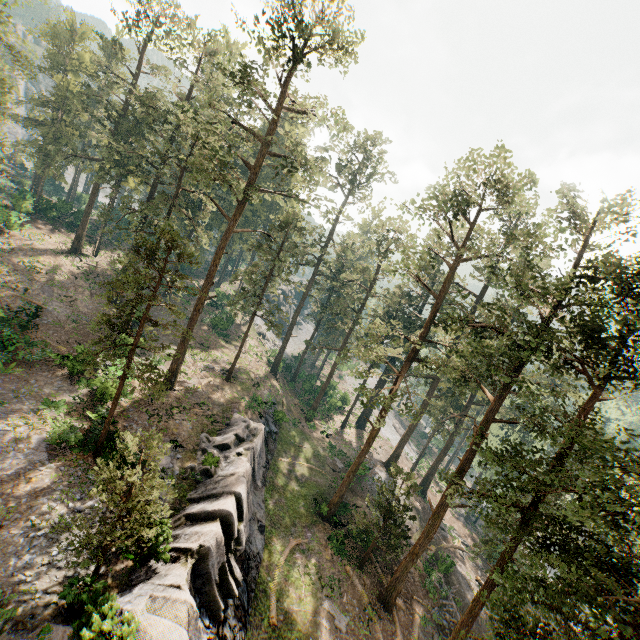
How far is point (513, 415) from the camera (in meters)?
39.50

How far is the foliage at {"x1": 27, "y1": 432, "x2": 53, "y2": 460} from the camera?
17.06m

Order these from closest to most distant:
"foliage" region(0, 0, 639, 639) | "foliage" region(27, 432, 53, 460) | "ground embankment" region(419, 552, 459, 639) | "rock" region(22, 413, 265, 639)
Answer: "rock" region(22, 413, 265, 639) → "foliage" region(0, 0, 639, 639) → "foliage" region(27, 432, 53, 460) → "ground embankment" region(419, 552, 459, 639)

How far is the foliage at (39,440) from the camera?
17.1 meters

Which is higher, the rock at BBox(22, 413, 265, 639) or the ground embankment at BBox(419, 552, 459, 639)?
the rock at BBox(22, 413, 265, 639)

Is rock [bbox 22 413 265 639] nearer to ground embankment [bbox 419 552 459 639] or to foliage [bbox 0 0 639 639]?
foliage [bbox 0 0 639 639]
